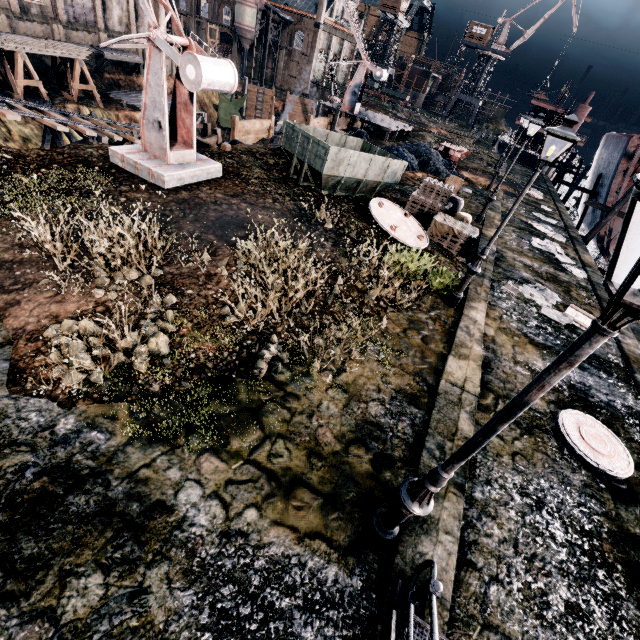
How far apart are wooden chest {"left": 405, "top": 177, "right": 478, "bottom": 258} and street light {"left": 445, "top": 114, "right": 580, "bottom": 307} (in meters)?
4.40

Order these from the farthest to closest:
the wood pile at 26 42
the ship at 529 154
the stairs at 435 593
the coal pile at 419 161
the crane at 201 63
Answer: the ship at 529 154
the wood pile at 26 42
the coal pile at 419 161
the crane at 201 63
the stairs at 435 593

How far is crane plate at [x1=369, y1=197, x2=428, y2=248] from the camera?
13.52m

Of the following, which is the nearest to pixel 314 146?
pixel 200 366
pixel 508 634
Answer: pixel 200 366

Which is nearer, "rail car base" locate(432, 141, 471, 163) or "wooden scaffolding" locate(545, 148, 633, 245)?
"wooden scaffolding" locate(545, 148, 633, 245)

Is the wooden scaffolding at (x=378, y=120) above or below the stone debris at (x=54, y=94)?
above

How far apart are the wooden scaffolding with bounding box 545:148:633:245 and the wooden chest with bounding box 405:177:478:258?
25.70m

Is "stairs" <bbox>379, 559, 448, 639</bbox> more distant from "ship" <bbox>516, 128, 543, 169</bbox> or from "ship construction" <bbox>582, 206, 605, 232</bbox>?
"ship" <bbox>516, 128, 543, 169</bbox>
